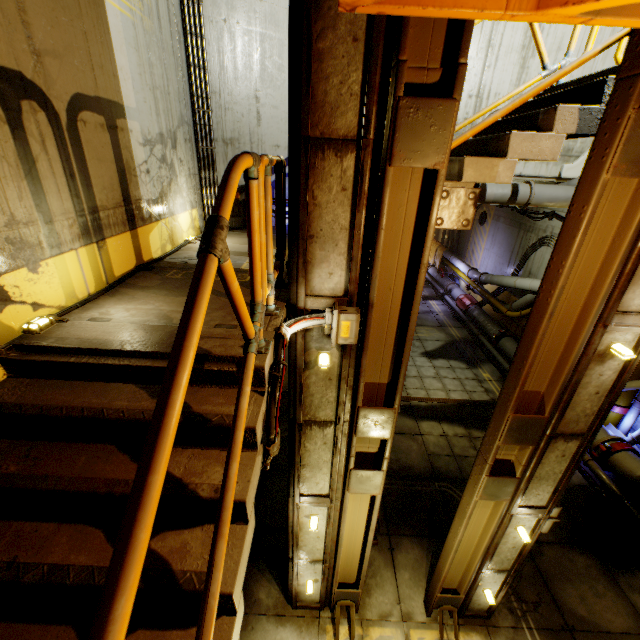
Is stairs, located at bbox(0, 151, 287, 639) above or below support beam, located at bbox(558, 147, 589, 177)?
below

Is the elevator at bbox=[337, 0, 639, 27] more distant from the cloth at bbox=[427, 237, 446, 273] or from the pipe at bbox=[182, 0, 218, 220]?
the cloth at bbox=[427, 237, 446, 273]

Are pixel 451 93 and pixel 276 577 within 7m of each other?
no

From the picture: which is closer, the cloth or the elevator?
the elevator

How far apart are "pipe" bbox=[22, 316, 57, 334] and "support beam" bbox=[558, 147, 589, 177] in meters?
10.2 m

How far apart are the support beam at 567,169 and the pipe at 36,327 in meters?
10.2 m

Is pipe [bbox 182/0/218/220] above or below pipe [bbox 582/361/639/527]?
above

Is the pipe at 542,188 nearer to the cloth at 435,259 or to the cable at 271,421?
the cloth at 435,259
